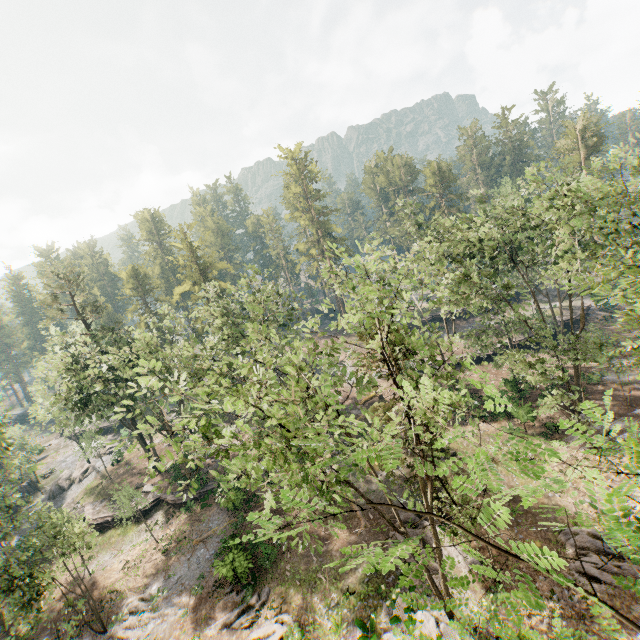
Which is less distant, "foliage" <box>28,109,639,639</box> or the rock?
"foliage" <box>28,109,639,639</box>

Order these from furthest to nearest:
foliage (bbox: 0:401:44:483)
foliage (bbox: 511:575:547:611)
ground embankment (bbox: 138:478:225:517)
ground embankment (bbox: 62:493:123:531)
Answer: ground embankment (bbox: 62:493:123:531)
ground embankment (bbox: 138:478:225:517)
foliage (bbox: 0:401:44:483)
foliage (bbox: 511:575:547:611)

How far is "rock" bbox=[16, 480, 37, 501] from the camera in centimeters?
4361cm

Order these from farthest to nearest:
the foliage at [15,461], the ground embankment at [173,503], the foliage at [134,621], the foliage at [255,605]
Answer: the ground embankment at [173,503] < the foliage at [15,461] < the foliage at [134,621] < the foliage at [255,605]

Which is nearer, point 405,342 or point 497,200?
point 405,342

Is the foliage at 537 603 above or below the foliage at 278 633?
above

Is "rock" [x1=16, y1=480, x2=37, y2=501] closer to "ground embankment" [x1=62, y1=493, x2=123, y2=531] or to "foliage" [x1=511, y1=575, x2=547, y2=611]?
"foliage" [x1=511, y1=575, x2=547, y2=611]
